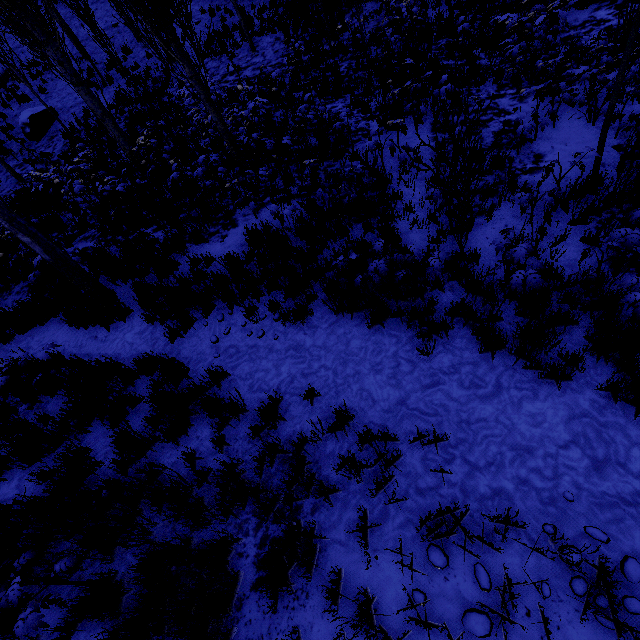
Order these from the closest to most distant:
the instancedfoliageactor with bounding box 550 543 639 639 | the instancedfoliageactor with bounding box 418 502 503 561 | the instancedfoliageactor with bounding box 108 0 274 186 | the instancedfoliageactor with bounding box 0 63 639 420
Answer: the instancedfoliageactor with bounding box 550 543 639 639
the instancedfoliageactor with bounding box 418 502 503 561
the instancedfoliageactor with bounding box 0 63 639 420
the instancedfoliageactor with bounding box 108 0 274 186

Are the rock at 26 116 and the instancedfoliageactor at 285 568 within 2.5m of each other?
no

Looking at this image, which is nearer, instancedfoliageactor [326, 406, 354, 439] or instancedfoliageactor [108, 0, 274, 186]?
instancedfoliageactor [326, 406, 354, 439]

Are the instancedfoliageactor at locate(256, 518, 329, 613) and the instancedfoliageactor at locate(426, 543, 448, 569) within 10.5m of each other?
yes

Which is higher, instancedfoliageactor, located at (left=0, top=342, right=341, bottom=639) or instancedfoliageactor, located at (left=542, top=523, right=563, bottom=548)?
instancedfoliageactor, located at (left=0, top=342, right=341, bottom=639)

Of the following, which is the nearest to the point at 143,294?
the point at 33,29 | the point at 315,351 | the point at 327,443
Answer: the point at 315,351

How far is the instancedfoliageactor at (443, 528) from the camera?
3.1 meters
